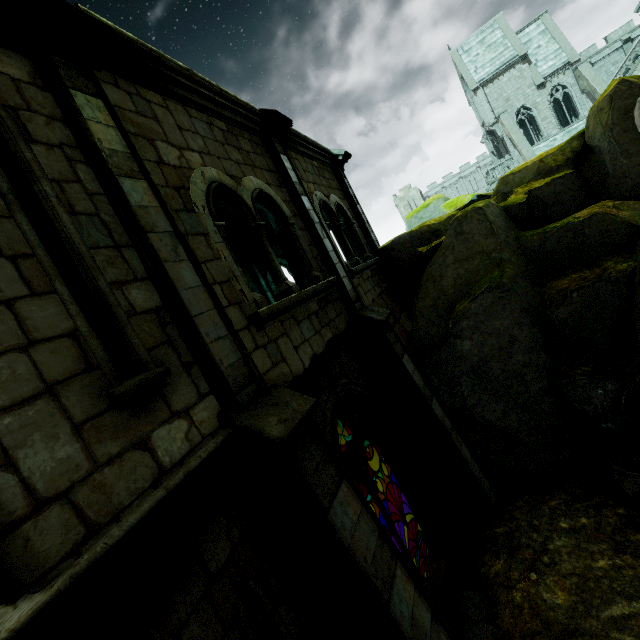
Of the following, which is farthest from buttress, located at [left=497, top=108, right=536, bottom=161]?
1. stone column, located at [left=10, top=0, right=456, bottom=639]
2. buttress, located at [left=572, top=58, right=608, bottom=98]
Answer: stone column, located at [left=10, top=0, right=456, bottom=639]

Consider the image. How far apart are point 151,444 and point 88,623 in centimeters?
104cm

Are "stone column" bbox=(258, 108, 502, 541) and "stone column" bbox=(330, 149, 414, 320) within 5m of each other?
yes

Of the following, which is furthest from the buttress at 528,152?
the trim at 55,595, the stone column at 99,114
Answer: the trim at 55,595

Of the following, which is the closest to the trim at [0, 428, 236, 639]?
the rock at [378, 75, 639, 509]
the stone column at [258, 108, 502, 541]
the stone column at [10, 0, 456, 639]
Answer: the stone column at [10, 0, 456, 639]

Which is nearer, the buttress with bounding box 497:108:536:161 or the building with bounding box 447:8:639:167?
the buttress with bounding box 497:108:536:161

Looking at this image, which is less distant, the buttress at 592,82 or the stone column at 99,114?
the stone column at 99,114

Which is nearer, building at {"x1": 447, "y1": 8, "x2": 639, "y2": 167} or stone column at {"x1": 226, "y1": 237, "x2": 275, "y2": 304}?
stone column at {"x1": 226, "y1": 237, "x2": 275, "y2": 304}
